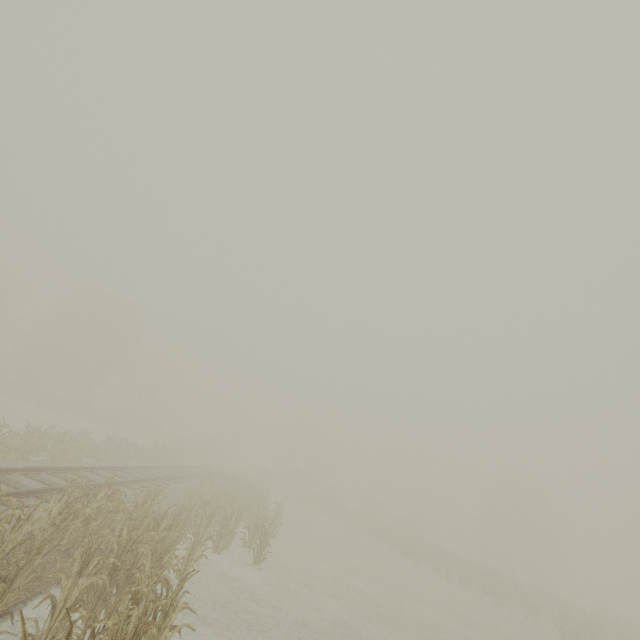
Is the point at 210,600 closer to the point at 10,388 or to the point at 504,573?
the point at 10,388
